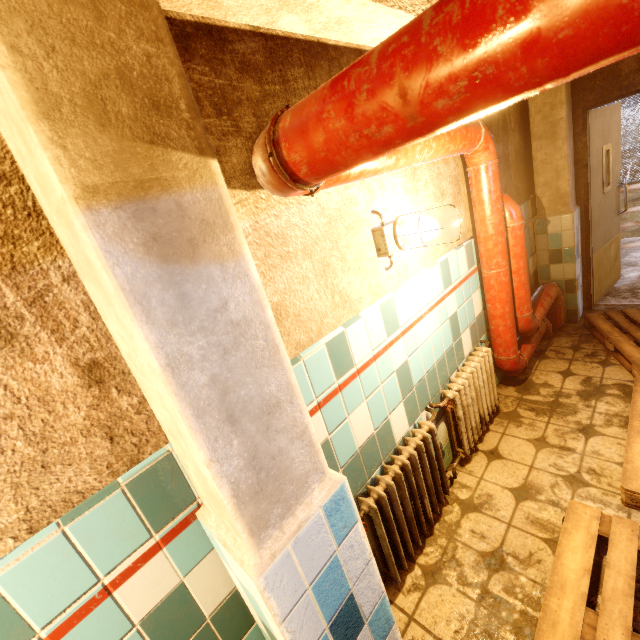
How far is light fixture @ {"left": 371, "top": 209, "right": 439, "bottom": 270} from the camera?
1.67m

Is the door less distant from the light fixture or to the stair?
the stair

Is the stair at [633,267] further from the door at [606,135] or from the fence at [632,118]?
the fence at [632,118]

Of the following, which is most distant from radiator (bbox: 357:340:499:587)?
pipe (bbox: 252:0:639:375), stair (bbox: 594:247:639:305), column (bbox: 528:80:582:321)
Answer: stair (bbox: 594:247:639:305)

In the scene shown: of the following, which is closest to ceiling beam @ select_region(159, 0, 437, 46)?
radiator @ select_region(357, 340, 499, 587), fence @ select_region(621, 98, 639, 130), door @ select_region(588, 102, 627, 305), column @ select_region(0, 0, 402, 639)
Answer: column @ select_region(0, 0, 402, 639)

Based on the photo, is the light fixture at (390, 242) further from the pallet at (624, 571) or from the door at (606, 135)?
the door at (606, 135)

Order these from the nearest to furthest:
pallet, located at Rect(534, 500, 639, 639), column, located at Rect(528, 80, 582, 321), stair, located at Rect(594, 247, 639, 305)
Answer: pallet, located at Rect(534, 500, 639, 639), column, located at Rect(528, 80, 582, 321), stair, located at Rect(594, 247, 639, 305)

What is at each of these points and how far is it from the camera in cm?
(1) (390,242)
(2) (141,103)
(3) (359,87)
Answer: (1) light fixture, 172
(2) column, 61
(3) pipe, 64
